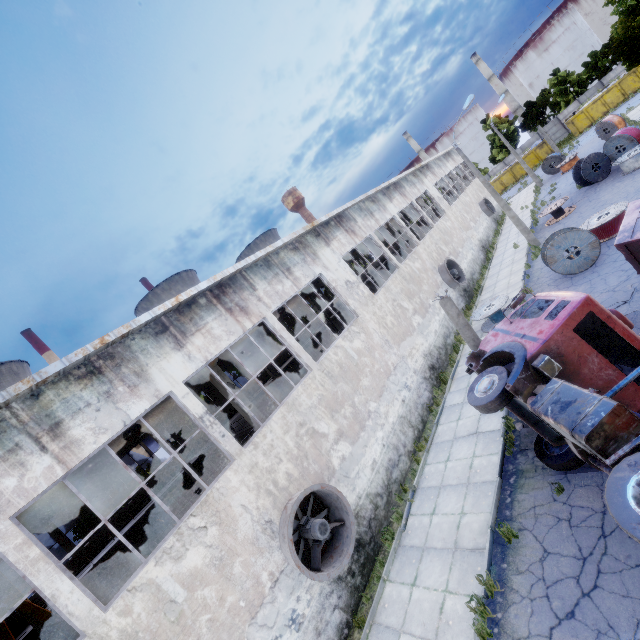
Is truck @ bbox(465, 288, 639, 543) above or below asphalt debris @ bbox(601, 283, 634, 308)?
above

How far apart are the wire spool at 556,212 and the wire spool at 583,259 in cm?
919

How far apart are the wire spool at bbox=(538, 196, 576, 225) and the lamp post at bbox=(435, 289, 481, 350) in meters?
18.6

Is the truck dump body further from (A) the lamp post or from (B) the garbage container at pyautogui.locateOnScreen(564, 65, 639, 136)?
(B) the garbage container at pyautogui.locateOnScreen(564, 65, 639, 136)

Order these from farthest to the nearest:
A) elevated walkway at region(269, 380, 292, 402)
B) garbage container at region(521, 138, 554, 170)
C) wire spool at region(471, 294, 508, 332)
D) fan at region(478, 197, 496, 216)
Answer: garbage container at region(521, 138, 554, 170) < fan at region(478, 197, 496, 216) < elevated walkway at region(269, 380, 292, 402) < wire spool at region(471, 294, 508, 332)

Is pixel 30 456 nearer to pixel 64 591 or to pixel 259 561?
pixel 64 591

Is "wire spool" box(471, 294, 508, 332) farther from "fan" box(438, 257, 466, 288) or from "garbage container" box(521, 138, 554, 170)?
"garbage container" box(521, 138, 554, 170)

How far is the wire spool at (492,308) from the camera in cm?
1619
